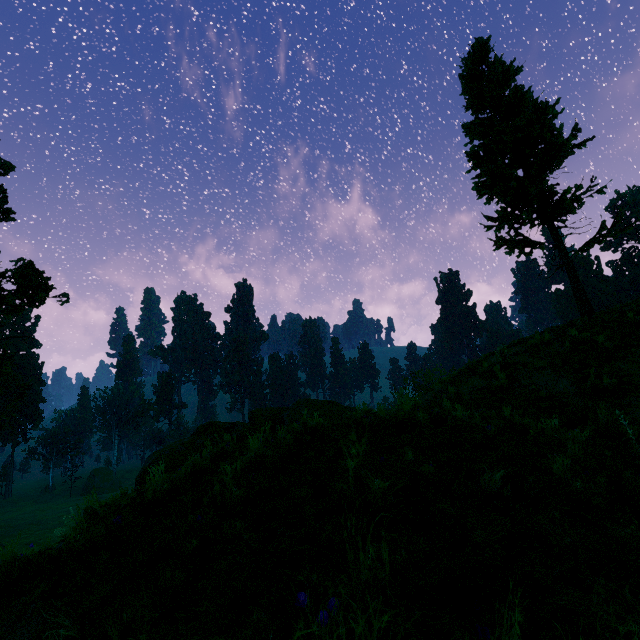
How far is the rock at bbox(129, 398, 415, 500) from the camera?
5.3m

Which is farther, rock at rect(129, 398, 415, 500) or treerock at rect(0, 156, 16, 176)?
treerock at rect(0, 156, 16, 176)

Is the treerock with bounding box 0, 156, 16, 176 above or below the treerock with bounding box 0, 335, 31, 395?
above

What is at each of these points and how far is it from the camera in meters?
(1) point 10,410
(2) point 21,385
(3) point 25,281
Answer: (1) treerock, 56.4
(2) treerock, 17.3
(3) treerock, 18.2

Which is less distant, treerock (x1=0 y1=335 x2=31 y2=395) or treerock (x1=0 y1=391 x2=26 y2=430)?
treerock (x1=0 y1=391 x2=26 y2=430)

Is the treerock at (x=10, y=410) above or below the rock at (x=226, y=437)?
above

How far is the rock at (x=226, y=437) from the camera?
5.3m
